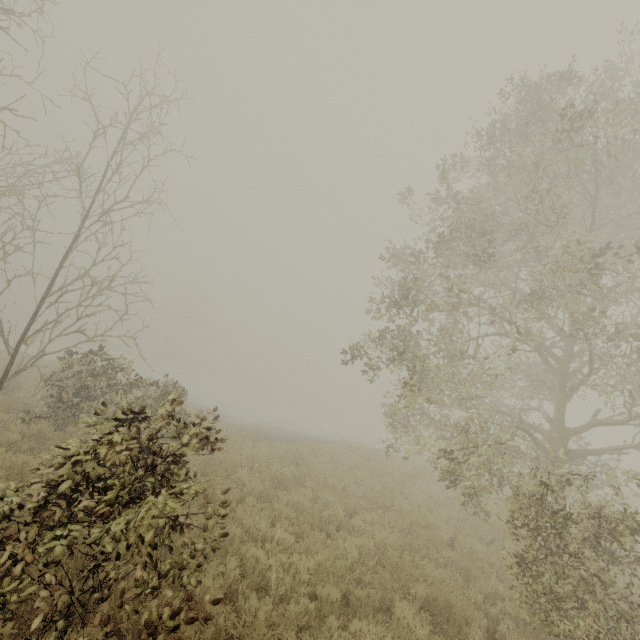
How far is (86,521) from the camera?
3.52m
